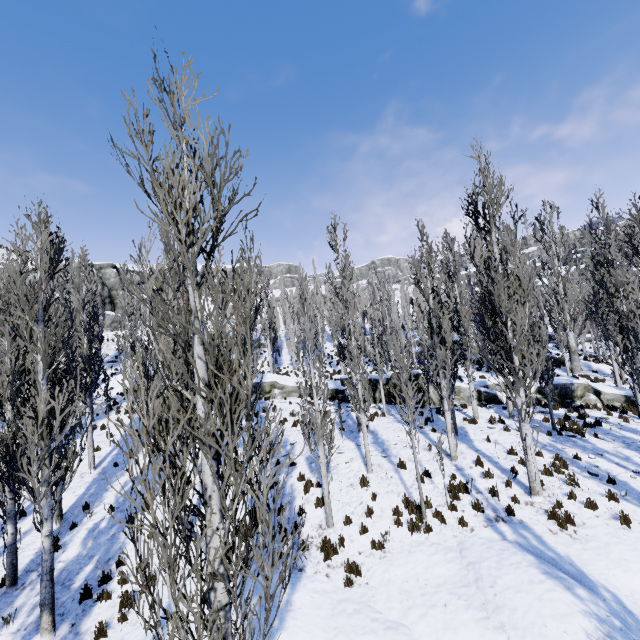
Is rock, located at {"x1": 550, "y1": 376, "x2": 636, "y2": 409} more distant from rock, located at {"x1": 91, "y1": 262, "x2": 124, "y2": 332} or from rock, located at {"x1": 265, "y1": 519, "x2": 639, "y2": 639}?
rock, located at {"x1": 265, "y1": 519, "x2": 639, "y2": 639}

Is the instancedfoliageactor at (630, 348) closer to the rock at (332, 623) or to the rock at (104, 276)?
the rock at (332, 623)

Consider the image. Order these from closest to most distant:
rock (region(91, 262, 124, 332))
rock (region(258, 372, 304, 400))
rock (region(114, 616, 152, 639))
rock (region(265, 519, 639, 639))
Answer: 1. rock (region(265, 519, 639, 639))
2. rock (region(114, 616, 152, 639))
3. rock (region(258, 372, 304, 400))
4. rock (region(91, 262, 124, 332))

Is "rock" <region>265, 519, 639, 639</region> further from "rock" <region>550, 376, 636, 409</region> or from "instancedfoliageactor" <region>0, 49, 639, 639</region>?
"rock" <region>550, 376, 636, 409</region>

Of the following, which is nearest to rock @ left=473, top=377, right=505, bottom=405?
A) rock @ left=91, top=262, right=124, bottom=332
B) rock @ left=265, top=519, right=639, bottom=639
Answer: rock @ left=91, top=262, right=124, bottom=332

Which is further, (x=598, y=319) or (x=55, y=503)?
(x=598, y=319)

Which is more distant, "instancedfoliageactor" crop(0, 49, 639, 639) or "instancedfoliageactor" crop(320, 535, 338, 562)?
"instancedfoliageactor" crop(320, 535, 338, 562)
